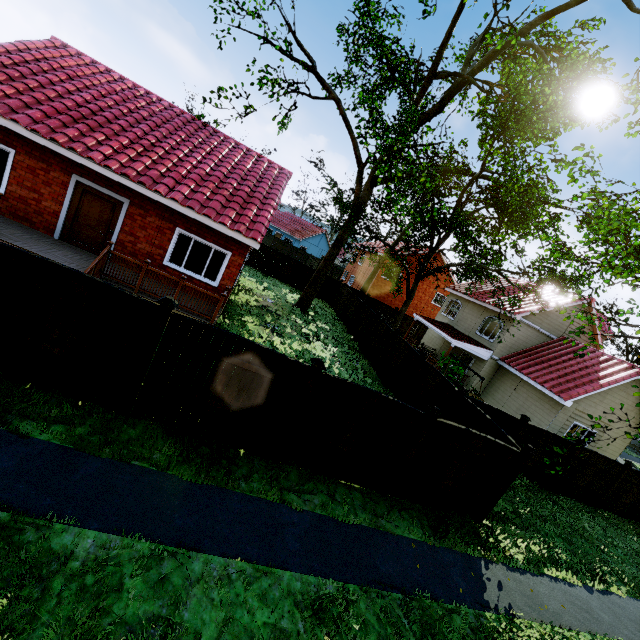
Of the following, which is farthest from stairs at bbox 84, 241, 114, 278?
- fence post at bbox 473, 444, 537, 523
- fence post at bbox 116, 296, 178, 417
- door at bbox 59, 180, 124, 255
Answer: fence post at bbox 473, 444, 537, 523

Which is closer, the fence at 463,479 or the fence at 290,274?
the fence at 463,479

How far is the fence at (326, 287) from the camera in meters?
29.6

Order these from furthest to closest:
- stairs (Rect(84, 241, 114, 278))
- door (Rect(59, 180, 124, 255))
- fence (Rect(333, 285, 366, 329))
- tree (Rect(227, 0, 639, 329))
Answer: fence (Rect(333, 285, 366, 329)) → door (Rect(59, 180, 124, 255)) → tree (Rect(227, 0, 639, 329)) → stairs (Rect(84, 241, 114, 278))

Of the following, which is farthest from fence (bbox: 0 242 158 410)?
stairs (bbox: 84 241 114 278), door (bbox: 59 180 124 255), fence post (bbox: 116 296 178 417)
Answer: door (bbox: 59 180 124 255)

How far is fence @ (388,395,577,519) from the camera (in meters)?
7.78

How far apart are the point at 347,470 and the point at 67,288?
6.8m

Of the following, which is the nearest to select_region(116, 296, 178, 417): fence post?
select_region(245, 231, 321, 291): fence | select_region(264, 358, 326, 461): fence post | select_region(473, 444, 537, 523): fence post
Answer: select_region(245, 231, 321, 291): fence
